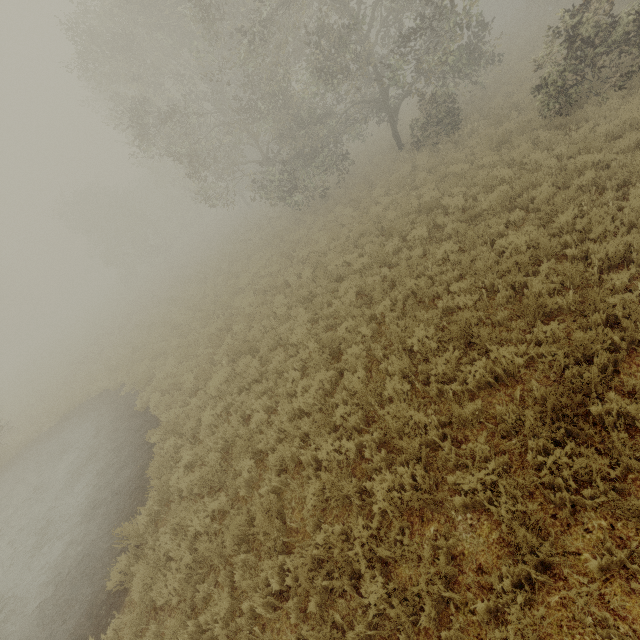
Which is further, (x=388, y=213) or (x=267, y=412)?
(x=388, y=213)
